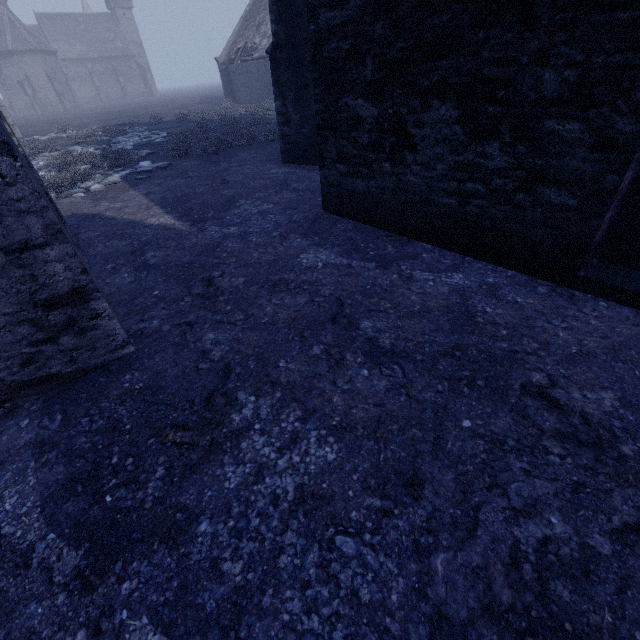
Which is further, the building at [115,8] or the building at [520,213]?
the building at [115,8]

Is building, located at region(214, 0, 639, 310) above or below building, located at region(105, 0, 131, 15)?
below

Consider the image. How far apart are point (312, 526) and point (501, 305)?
2.42m

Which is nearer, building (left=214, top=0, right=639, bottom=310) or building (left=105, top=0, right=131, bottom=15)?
building (left=214, top=0, right=639, bottom=310)

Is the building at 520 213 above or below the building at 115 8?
below
